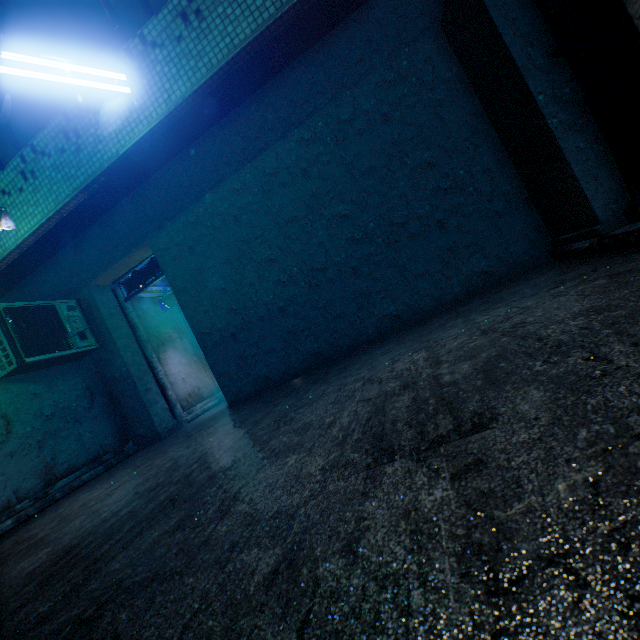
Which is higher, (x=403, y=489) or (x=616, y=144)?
(x=616, y=144)

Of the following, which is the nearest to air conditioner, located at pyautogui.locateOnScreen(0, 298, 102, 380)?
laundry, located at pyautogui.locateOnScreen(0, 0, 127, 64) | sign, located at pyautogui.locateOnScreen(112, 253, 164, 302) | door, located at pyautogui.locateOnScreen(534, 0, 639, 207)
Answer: sign, located at pyautogui.locateOnScreen(112, 253, 164, 302)

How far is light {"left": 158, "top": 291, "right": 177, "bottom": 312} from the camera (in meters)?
7.07

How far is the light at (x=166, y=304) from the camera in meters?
7.1 m

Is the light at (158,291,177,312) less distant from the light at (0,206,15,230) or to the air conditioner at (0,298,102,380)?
the air conditioner at (0,298,102,380)

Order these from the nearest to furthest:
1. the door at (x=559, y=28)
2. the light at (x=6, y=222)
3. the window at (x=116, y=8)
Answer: the door at (x=559, y=28)
the window at (x=116, y=8)
the light at (x=6, y=222)

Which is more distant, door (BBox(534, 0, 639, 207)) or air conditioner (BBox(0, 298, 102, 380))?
air conditioner (BBox(0, 298, 102, 380))

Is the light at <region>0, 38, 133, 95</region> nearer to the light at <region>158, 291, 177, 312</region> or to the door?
the door
